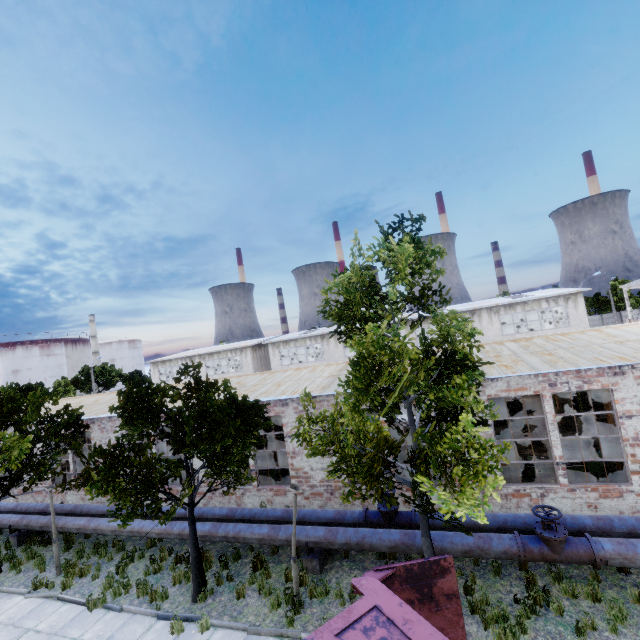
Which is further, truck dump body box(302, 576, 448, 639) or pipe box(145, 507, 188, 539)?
pipe box(145, 507, 188, 539)

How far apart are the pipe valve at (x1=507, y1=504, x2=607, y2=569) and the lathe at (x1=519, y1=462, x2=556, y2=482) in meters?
3.8 m

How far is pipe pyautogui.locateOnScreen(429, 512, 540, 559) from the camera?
8.5 meters

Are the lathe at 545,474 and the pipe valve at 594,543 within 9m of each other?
yes

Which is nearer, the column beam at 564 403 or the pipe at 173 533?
the pipe at 173 533

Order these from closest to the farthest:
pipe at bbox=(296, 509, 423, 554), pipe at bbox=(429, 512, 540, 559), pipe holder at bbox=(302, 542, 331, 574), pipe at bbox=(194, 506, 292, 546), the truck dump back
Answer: the truck dump back, pipe at bbox=(429, 512, 540, 559), pipe at bbox=(296, 509, 423, 554), pipe holder at bbox=(302, 542, 331, 574), pipe at bbox=(194, 506, 292, 546)

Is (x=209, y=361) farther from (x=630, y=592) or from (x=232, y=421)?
(x=630, y=592)

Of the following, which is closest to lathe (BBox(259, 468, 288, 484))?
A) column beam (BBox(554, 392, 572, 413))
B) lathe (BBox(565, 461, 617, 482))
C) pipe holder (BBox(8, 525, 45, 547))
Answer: pipe holder (BBox(8, 525, 45, 547))
